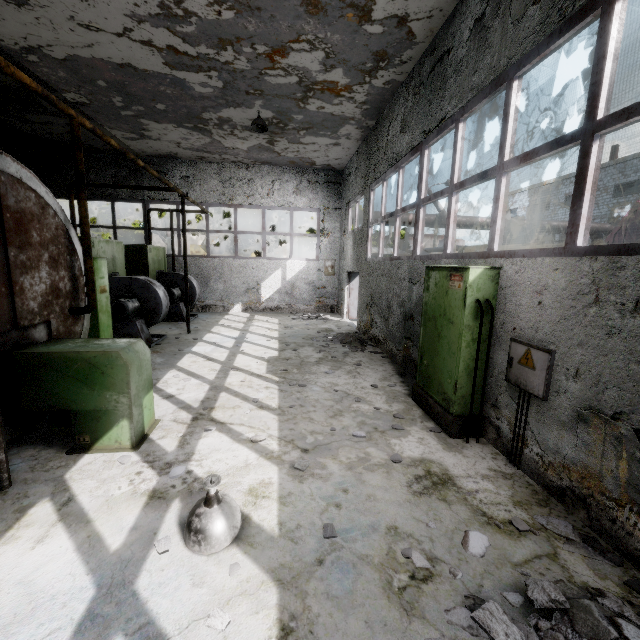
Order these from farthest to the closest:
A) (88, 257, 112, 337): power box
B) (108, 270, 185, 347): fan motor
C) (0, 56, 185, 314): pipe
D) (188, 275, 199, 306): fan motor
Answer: (188, 275, 199, 306): fan motor
(108, 270, 185, 347): fan motor
(88, 257, 112, 337): power box
(0, 56, 185, 314): pipe

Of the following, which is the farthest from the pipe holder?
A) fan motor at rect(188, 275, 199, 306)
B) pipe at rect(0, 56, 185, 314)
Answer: pipe at rect(0, 56, 185, 314)

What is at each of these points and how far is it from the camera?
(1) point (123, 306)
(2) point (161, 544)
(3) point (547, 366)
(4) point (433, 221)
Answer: (1) fan motor, 8.5 meters
(2) concrete debris, 2.8 meters
(3) power box, 3.5 meters
(4) pipe, 17.2 meters

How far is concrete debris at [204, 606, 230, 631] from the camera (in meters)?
2.16

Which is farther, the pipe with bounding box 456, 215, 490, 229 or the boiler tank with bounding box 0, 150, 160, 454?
the pipe with bounding box 456, 215, 490, 229

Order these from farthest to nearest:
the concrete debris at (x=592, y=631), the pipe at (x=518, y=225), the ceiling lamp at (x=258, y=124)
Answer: the pipe at (x=518, y=225) → the ceiling lamp at (x=258, y=124) → the concrete debris at (x=592, y=631)

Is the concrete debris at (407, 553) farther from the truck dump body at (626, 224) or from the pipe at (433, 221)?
the pipe at (433, 221)

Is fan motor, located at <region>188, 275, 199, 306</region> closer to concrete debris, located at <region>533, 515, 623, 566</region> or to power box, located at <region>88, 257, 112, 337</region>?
power box, located at <region>88, 257, 112, 337</region>
